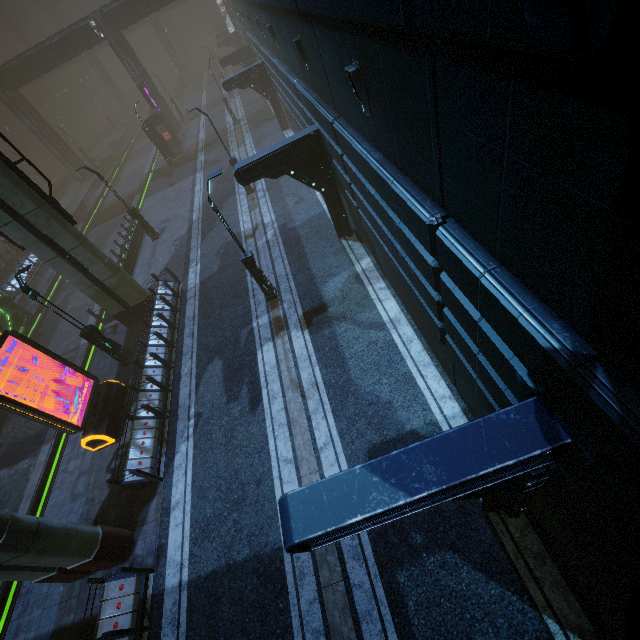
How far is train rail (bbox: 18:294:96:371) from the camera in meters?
18.0

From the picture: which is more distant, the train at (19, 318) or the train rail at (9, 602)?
the train at (19, 318)

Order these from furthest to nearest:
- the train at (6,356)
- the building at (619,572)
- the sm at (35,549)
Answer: the train at (6,356), the sm at (35,549), the building at (619,572)

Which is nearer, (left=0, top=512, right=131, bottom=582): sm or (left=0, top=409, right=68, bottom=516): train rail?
(left=0, top=512, right=131, bottom=582): sm

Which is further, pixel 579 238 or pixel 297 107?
pixel 297 107

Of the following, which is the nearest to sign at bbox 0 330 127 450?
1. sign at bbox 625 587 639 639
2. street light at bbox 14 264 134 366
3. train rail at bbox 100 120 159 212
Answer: street light at bbox 14 264 134 366

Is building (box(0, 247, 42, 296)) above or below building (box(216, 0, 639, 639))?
below

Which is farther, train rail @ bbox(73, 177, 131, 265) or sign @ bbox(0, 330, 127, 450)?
train rail @ bbox(73, 177, 131, 265)
